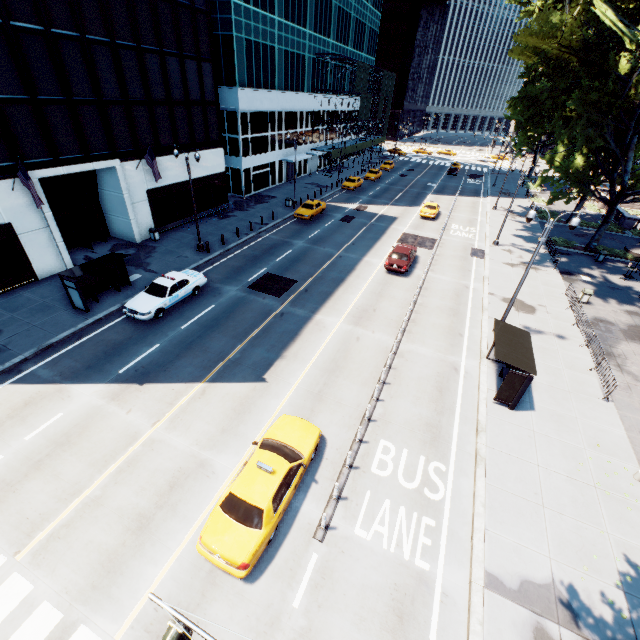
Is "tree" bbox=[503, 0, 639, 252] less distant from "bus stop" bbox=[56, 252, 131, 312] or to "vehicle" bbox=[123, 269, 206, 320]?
"vehicle" bbox=[123, 269, 206, 320]

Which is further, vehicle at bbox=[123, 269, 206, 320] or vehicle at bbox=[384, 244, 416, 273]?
vehicle at bbox=[384, 244, 416, 273]

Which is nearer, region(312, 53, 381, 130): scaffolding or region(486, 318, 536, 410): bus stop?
region(486, 318, 536, 410): bus stop

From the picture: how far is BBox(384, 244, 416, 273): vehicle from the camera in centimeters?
2469cm

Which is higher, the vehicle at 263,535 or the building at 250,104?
the building at 250,104

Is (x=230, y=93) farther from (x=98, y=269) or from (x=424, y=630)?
(x=424, y=630)

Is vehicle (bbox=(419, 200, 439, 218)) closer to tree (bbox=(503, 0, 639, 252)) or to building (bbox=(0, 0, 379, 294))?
tree (bbox=(503, 0, 639, 252))

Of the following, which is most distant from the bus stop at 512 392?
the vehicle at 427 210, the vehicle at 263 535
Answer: the vehicle at 427 210
